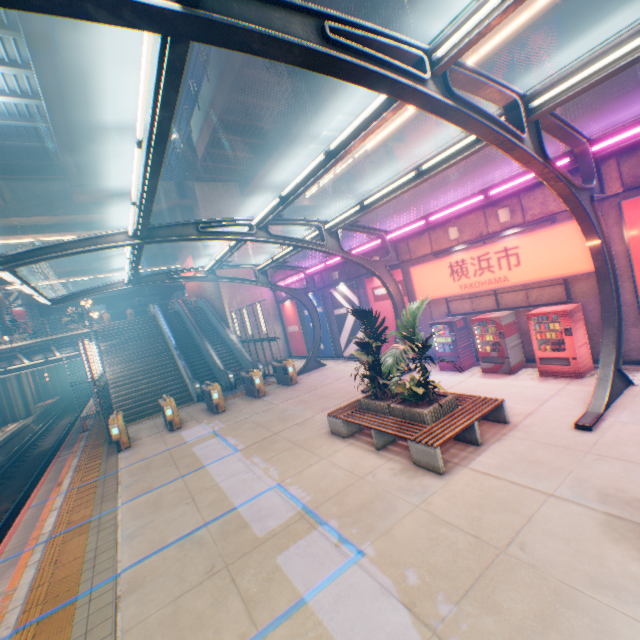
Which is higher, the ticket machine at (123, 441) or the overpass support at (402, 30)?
the overpass support at (402, 30)

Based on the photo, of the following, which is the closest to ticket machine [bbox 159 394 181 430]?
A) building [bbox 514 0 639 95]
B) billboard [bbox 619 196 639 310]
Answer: billboard [bbox 619 196 639 310]

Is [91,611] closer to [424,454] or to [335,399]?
[424,454]

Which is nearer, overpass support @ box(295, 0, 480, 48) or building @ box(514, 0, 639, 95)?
overpass support @ box(295, 0, 480, 48)

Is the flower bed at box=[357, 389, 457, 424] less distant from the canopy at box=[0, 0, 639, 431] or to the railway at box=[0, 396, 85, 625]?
the canopy at box=[0, 0, 639, 431]

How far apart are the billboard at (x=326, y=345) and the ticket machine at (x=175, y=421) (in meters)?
9.96

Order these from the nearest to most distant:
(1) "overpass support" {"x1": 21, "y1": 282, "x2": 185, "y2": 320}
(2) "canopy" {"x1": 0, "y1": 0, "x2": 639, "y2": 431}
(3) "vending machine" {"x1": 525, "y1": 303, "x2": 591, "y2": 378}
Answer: (2) "canopy" {"x1": 0, "y1": 0, "x2": 639, "y2": 431}, (3) "vending machine" {"x1": 525, "y1": 303, "x2": 591, "y2": 378}, (1) "overpass support" {"x1": 21, "y1": 282, "x2": 185, "y2": 320}

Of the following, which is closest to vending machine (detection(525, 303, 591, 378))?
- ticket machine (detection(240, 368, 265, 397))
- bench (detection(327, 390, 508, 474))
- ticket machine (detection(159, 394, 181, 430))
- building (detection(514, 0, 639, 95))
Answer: bench (detection(327, 390, 508, 474))
